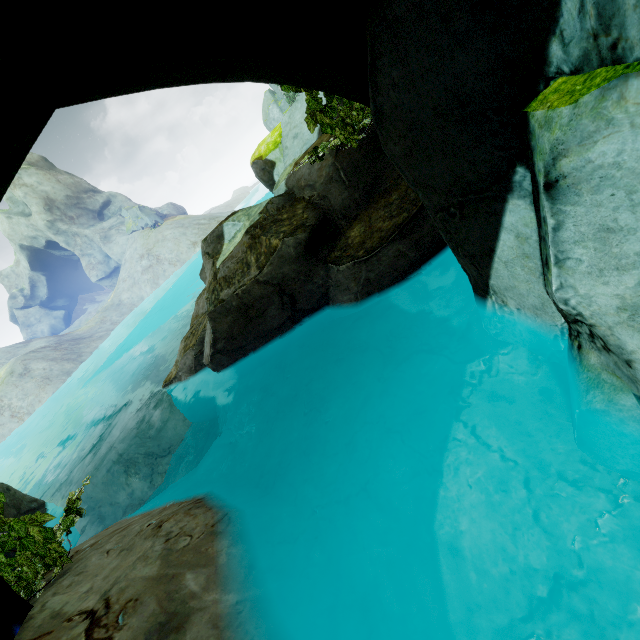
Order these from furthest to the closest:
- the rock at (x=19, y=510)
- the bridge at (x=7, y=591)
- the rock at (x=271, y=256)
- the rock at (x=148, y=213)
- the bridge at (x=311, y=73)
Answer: the rock at (x=148, y=213) < the rock at (x=19, y=510) < the bridge at (x=7, y=591) < the bridge at (x=311, y=73) < the rock at (x=271, y=256)

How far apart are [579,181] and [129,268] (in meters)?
54.92

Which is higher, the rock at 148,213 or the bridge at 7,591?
the rock at 148,213

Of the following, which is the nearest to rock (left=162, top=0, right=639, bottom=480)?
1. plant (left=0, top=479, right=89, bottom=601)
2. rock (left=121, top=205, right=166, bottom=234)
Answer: plant (left=0, top=479, right=89, bottom=601)

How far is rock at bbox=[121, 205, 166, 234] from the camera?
50.88m

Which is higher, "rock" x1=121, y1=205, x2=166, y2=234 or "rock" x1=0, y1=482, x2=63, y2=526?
"rock" x1=121, y1=205, x2=166, y2=234

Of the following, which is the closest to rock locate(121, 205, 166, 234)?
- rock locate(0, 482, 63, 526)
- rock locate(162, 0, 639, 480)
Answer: rock locate(162, 0, 639, 480)

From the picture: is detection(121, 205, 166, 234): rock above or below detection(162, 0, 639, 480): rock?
above
